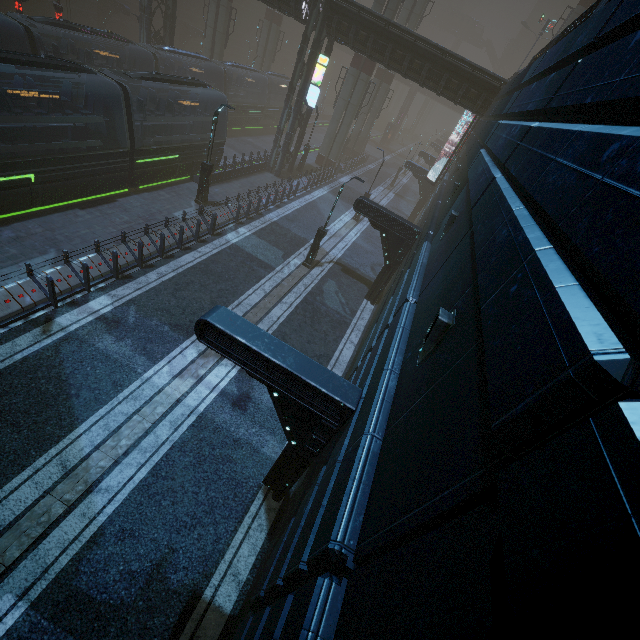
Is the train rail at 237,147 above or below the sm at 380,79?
below

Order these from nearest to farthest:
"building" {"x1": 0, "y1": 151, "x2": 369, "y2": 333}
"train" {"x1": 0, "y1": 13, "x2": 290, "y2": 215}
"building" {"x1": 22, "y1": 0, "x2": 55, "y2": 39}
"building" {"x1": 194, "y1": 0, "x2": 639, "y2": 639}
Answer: "building" {"x1": 194, "y1": 0, "x2": 639, "y2": 639}
"building" {"x1": 0, "y1": 151, "x2": 369, "y2": 333}
"train" {"x1": 0, "y1": 13, "x2": 290, "y2": 215}
"building" {"x1": 22, "y1": 0, "x2": 55, "y2": 39}

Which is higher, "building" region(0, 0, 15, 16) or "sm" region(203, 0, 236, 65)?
"sm" region(203, 0, 236, 65)

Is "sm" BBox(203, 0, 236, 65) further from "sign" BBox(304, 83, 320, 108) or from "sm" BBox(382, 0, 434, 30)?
"sign" BBox(304, 83, 320, 108)

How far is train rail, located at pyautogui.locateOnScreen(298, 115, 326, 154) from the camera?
42.4 meters

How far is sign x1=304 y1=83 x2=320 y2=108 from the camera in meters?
23.4

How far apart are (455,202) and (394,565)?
11.7 meters

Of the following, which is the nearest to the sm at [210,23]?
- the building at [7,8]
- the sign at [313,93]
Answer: the building at [7,8]
